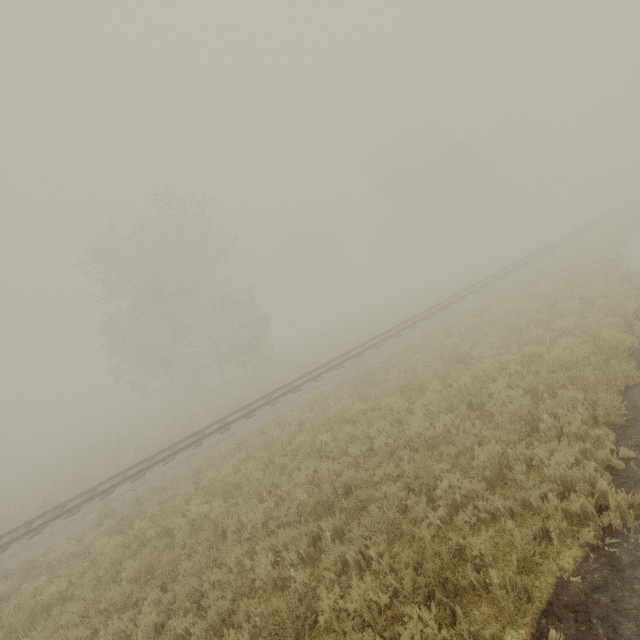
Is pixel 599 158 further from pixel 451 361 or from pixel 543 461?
pixel 543 461
